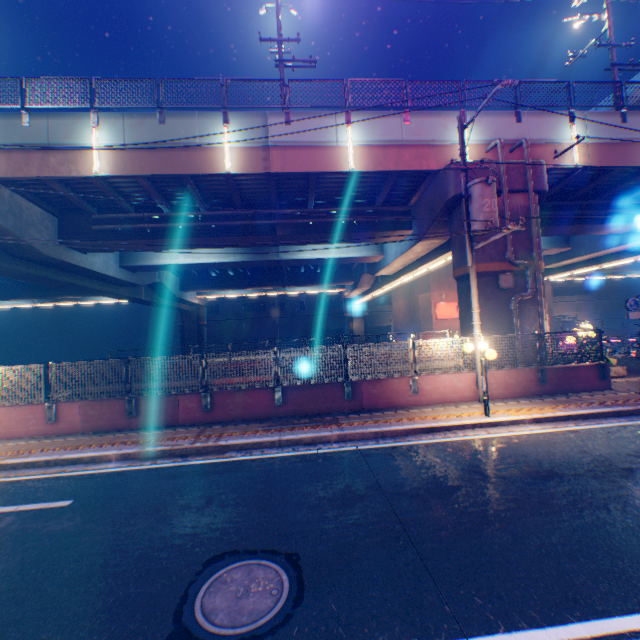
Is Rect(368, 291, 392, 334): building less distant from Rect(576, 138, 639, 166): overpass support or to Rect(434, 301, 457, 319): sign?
Rect(576, 138, 639, 166): overpass support

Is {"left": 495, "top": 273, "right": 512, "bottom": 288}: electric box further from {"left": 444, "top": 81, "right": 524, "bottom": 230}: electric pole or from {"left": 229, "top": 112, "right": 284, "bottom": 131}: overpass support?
{"left": 444, "top": 81, "right": 524, "bottom": 230}: electric pole

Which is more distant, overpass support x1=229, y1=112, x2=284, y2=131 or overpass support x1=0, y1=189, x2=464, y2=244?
overpass support x1=0, y1=189, x2=464, y2=244

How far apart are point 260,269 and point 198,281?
6.40m

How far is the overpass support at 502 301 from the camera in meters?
12.8 m

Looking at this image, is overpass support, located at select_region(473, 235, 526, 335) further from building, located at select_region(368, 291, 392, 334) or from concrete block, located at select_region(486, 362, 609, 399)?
building, located at select_region(368, 291, 392, 334)

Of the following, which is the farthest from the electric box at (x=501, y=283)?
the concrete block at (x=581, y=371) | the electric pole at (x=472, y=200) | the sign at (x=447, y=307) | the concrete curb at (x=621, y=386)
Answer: the sign at (x=447, y=307)
